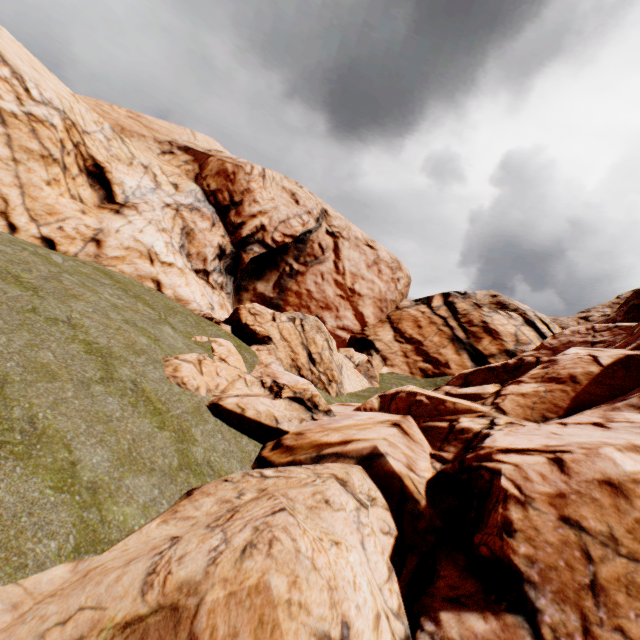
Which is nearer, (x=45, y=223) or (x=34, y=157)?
(x=34, y=157)
